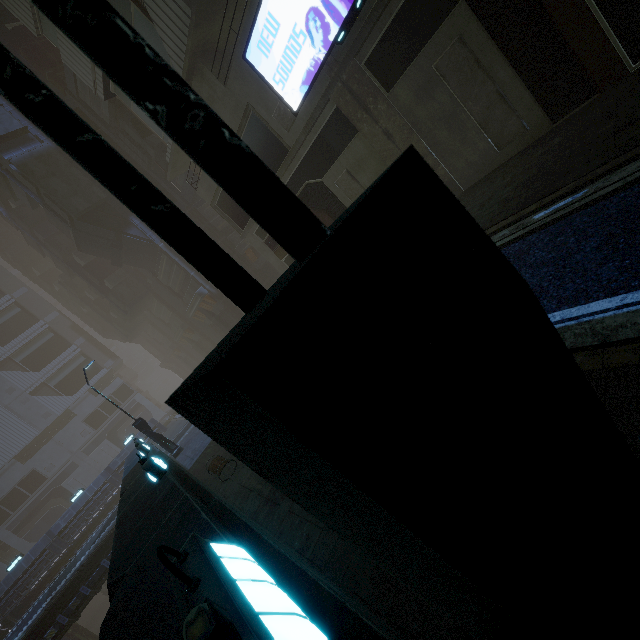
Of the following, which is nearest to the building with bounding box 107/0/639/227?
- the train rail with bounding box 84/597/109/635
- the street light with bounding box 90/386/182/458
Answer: the street light with bounding box 90/386/182/458

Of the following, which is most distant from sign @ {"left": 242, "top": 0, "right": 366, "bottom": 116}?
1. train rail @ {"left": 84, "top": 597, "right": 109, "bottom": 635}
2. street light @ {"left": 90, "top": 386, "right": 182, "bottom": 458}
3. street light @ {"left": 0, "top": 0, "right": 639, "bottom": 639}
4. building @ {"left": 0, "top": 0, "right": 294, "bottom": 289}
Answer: train rail @ {"left": 84, "top": 597, "right": 109, "bottom": 635}

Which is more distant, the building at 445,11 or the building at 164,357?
the building at 164,357

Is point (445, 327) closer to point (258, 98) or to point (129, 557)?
point (129, 557)

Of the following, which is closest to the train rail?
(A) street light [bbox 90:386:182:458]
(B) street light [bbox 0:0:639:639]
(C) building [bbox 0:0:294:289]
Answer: (C) building [bbox 0:0:294:289]

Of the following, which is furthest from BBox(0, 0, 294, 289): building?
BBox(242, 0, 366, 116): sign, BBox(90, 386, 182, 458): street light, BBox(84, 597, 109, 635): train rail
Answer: BBox(84, 597, 109, 635): train rail

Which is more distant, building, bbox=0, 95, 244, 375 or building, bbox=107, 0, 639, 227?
building, bbox=0, 95, 244, 375

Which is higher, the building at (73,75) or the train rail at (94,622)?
the building at (73,75)
